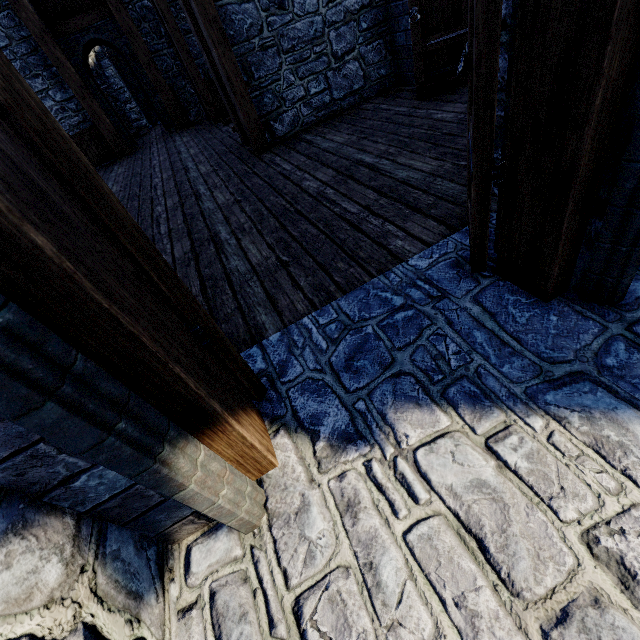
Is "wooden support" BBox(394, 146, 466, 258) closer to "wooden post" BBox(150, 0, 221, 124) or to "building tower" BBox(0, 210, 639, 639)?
"building tower" BBox(0, 210, 639, 639)

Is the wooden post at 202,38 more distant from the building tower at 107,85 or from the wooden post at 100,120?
the wooden post at 100,120

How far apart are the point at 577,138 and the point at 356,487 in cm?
166

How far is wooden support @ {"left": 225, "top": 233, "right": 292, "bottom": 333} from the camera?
2.4 meters

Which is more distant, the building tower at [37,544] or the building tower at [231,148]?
the building tower at [231,148]

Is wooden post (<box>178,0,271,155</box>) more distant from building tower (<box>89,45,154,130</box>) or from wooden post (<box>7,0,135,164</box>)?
wooden post (<box>7,0,135,164</box>)

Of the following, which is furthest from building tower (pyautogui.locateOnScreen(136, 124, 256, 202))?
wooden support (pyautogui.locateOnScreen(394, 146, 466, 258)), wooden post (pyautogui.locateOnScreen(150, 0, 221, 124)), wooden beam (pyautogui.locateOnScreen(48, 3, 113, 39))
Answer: wooden beam (pyautogui.locateOnScreen(48, 3, 113, 39))

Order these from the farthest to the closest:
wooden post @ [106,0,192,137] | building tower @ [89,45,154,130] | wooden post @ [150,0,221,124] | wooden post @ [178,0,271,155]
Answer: building tower @ [89,45,154,130] → wooden post @ [106,0,192,137] → wooden post @ [150,0,221,124] → wooden post @ [178,0,271,155]
